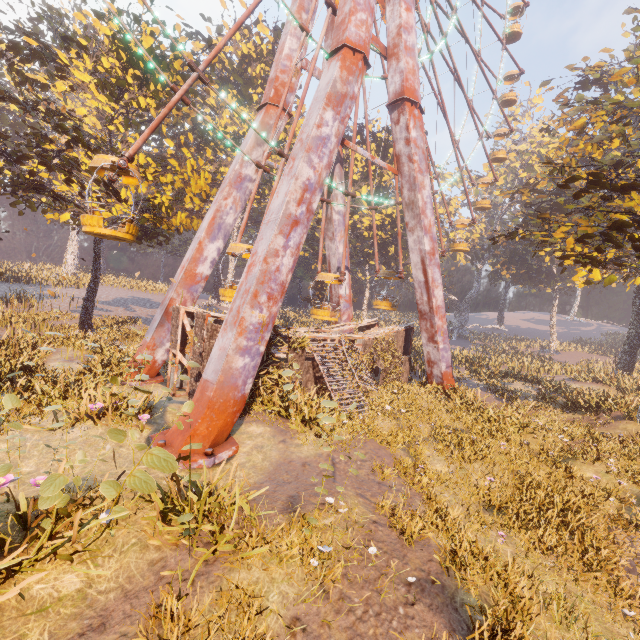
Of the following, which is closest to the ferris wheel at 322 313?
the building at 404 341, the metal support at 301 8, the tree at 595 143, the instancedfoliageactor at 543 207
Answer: the metal support at 301 8

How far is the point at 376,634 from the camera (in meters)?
4.77

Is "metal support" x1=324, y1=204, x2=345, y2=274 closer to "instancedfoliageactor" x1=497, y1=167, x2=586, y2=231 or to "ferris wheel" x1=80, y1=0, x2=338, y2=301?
"ferris wheel" x1=80, y1=0, x2=338, y2=301

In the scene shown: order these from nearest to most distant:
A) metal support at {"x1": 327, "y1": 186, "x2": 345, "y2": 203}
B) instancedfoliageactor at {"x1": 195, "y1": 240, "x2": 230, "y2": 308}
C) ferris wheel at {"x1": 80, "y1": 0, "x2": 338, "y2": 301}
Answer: ferris wheel at {"x1": 80, "y1": 0, "x2": 338, "y2": 301} < metal support at {"x1": 327, "y1": 186, "x2": 345, "y2": 203} < instancedfoliageactor at {"x1": 195, "y1": 240, "x2": 230, "y2": 308}

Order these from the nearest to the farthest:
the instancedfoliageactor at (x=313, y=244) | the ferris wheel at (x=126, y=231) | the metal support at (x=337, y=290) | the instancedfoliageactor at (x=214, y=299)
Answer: the ferris wheel at (x=126, y=231)
the metal support at (x=337, y=290)
the instancedfoliageactor at (x=313, y=244)
the instancedfoliageactor at (x=214, y=299)

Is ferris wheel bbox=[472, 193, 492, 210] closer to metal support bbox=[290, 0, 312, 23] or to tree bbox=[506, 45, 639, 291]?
tree bbox=[506, 45, 639, 291]

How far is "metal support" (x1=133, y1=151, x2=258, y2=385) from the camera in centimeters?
1608cm

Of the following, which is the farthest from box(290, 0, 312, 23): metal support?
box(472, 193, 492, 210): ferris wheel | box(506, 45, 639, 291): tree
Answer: box(472, 193, 492, 210): ferris wheel
